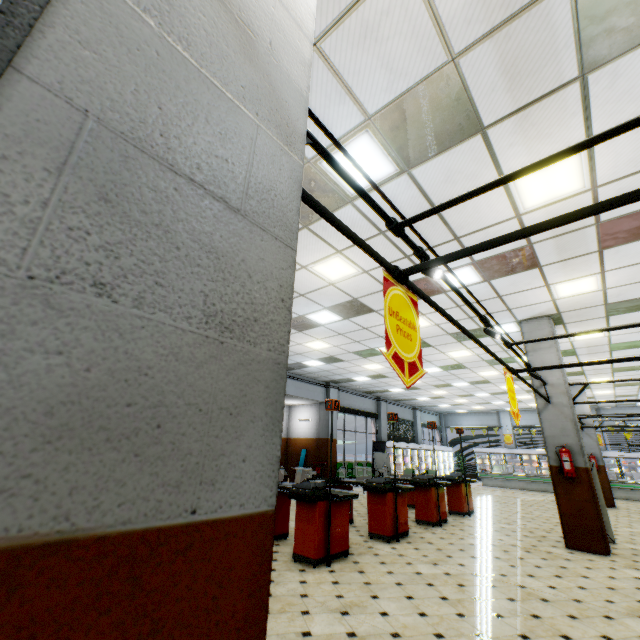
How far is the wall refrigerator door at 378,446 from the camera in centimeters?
1805cm

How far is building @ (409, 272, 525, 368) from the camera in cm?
671

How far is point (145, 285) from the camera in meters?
0.6

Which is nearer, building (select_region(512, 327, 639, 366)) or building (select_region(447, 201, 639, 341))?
building (select_region(447, 201, 639, 341))

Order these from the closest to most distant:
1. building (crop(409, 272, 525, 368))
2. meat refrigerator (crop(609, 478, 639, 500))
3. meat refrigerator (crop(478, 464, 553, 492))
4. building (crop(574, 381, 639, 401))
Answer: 1. building (crop(409, 272, 525, 368))
2. building (crop(574, 381, 639, 401))
3. meat refrigerator (crop(609, 478, 639, 500))
4. meat refrigerator (crop(478, 464, 553, 492))

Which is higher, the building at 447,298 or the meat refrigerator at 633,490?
the building at 447,298

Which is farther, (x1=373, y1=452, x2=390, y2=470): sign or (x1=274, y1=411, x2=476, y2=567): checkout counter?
(x1=373, y1=452, x2=390, y2=470): sign

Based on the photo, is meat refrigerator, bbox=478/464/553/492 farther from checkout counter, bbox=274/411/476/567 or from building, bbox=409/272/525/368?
checkout counter, bbox=274/411/476/567
